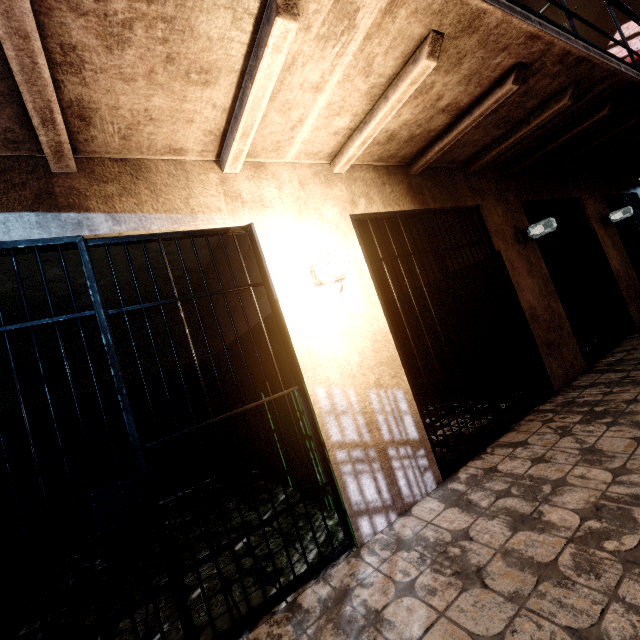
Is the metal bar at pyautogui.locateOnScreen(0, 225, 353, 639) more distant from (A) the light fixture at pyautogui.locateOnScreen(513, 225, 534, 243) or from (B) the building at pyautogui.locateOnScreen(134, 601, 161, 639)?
(A) the light fixture at pyautogui.locateOnScreen(513, 225, 534, 243)

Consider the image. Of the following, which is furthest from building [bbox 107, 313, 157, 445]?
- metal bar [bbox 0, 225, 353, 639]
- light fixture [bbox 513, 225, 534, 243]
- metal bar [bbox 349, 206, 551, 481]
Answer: light fixture [bbox 513, 225, 534, 243]

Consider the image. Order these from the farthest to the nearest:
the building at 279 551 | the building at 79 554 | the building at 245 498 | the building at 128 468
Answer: the building at 128 468, the building at 245 498, the building at 79 554, the building at 279 551

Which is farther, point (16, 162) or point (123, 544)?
point (123, 544)

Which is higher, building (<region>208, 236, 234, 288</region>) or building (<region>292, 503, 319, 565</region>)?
building (<region>208, 236, 234, 288</region>)

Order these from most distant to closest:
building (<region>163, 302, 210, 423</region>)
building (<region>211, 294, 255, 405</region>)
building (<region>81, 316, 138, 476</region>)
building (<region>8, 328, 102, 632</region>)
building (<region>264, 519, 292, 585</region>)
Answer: building (<region>163, 302, 210, 423</region>) < building (<region>81, 316, 138, 476</region>) < building (<region>211, 294, 255, 405</region>) < building (<region>8, 328, 102, 632</region>) < building (<region>264, 519, 292, 585</region>)

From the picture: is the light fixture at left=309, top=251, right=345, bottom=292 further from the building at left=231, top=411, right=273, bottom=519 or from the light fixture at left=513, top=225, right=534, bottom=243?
the light fixture at left=513, top=225, right=534, bottom=243

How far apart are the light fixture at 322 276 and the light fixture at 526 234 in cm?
289
